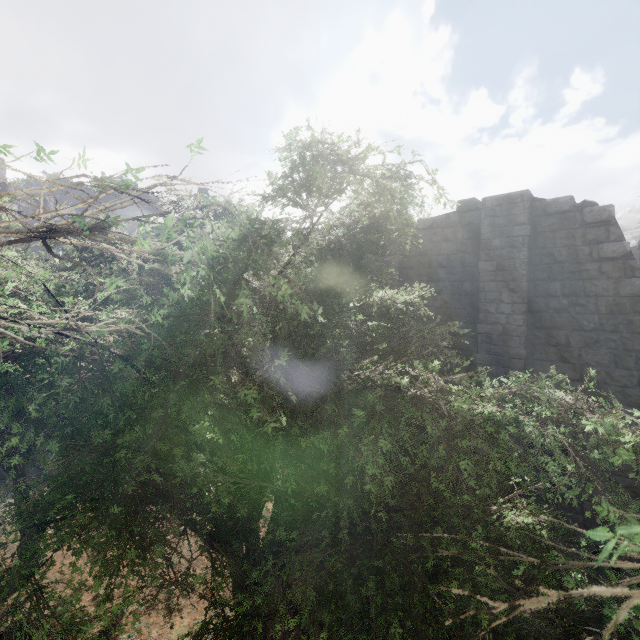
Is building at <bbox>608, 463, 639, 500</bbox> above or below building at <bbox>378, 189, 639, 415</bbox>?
below

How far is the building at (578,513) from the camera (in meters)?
8.86

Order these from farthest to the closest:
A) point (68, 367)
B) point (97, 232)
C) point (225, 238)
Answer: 1. point (97, 232)
2. point (225, 238)
3. point (68, 367)

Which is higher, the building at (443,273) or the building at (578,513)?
the building at (443,273)

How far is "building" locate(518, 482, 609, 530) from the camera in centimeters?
886cm

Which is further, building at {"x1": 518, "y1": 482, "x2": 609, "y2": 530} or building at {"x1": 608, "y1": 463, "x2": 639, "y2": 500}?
building at {"x1": 518, "y1": 482, "x2": 609, "y2": 530}
